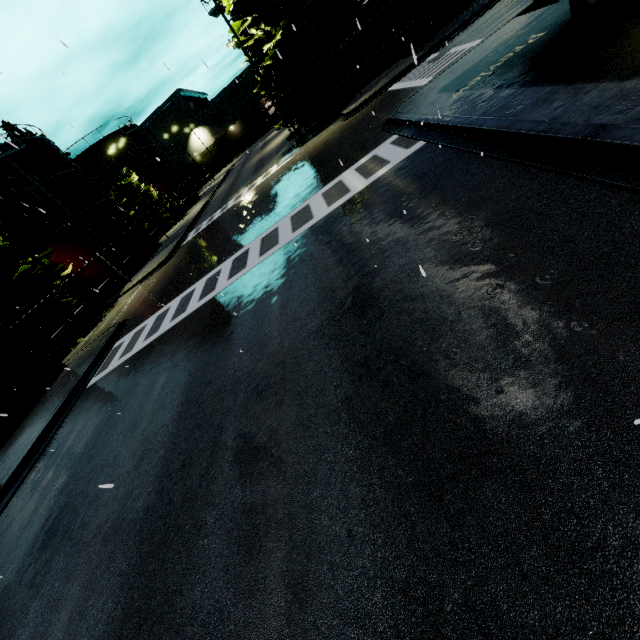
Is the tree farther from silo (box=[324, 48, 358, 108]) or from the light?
the light

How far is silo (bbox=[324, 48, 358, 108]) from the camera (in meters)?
22.91

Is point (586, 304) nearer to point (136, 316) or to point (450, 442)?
point (450, 442)

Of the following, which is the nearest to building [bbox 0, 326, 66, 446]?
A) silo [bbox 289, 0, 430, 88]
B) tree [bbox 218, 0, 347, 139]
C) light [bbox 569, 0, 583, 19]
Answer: light [bbox 569, 0, 583, 19]

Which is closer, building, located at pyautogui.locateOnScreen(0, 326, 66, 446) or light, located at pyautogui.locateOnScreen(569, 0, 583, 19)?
light, located at pyautogui.locateOnScreen(569, 0, 583, 19)

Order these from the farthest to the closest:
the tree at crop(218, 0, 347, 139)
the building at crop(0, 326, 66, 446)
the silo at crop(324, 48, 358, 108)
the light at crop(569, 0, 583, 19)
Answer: the silo at crop(324, 48, 358, 108)
the tree at crop(218, 0, 347, 139)
the building at crop(0, 326, 66, 446)
the light at crop(569, 0, 583, 19)

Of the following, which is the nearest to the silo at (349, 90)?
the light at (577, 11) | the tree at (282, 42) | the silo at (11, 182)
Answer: the tree at (282, 42)

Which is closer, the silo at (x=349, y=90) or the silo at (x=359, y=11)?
the silo at (x=359, y=11)
